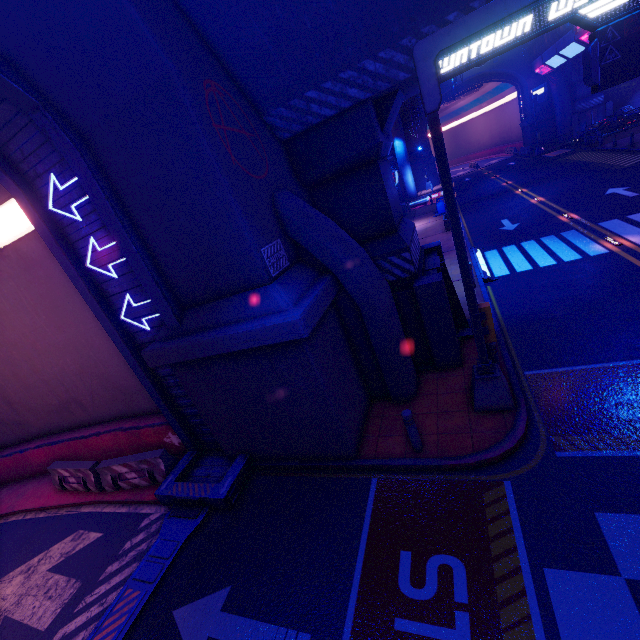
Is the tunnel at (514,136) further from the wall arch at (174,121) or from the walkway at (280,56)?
the wall arch at (174,121)

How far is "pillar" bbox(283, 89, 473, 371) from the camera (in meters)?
7.81

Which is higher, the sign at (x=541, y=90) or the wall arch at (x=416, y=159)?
the sign at (x=541, y=90)

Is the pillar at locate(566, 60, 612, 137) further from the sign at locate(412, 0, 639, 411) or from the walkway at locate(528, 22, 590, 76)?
the sign at locate(412, 0, 639, 411)

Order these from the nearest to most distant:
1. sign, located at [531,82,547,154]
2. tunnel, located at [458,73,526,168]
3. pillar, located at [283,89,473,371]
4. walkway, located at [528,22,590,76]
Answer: pillar, located at [283,89,473,371]
walkway, located at [528,22,590,76]
sign, located at [531,82,547,154]
tunnel, located at [458,73,526,168]

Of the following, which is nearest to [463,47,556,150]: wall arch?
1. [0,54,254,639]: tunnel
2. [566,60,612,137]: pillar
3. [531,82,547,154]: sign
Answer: [566,60,612,137]: pillar

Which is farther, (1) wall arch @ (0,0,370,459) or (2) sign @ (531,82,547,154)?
(2) sign @ (531,82,547,154)

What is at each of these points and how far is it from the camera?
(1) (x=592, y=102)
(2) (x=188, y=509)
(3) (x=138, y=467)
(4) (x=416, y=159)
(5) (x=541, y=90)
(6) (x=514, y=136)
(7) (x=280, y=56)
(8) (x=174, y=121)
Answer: (1) pillar, 39.2 meters
(2) tunnel, 8.1 meters
(3) fence, 9.5 meters
(4) wall arch, 49.5 meters
(5) sign, 35.1 meters
(6) tunnel, 53.7 meters
(7) walkway, 6.3 meters
(8) wall arch, 5.5 meters
